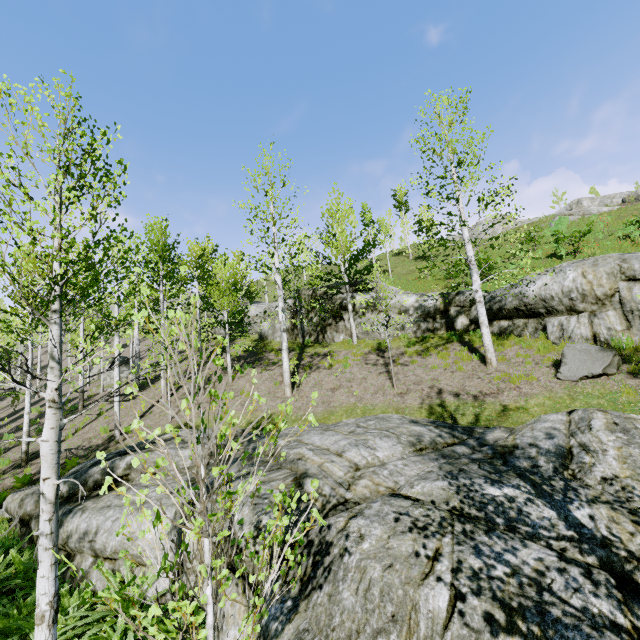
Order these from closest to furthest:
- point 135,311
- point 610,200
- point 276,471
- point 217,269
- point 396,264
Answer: point 276,471
point 217,269
point 135,311
point 610,200
point 396,264

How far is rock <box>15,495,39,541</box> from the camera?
7.6m

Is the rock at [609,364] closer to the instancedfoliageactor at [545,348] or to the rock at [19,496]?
the rock at [19,496]

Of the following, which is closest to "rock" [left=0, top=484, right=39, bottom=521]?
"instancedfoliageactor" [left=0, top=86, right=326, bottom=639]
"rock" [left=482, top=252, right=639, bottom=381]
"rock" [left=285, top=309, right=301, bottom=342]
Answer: "instancedfoliageactor" [left=0, top=86, right=326, bottom=639]

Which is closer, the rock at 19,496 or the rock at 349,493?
the rock at 349,493

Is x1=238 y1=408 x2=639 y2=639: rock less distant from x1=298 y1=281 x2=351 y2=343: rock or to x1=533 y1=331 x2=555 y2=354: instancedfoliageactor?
x1=533 y1=331 x2=555 y2=354: instancedfoliageactor

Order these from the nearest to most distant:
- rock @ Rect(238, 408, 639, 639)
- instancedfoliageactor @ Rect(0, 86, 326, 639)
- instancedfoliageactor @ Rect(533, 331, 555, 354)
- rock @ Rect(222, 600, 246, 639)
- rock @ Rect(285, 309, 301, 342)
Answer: instancedfoliageactor @ Rect(0, 86, 326, 639) → rock @ Rect(238, 408, 639, 639) → rock @ Rect(222, 600, 246, 639) → instancedfoliageactor @ Rect(533, 331, 555, 354) → rock @ Rect(285, 309, 301, 342)
